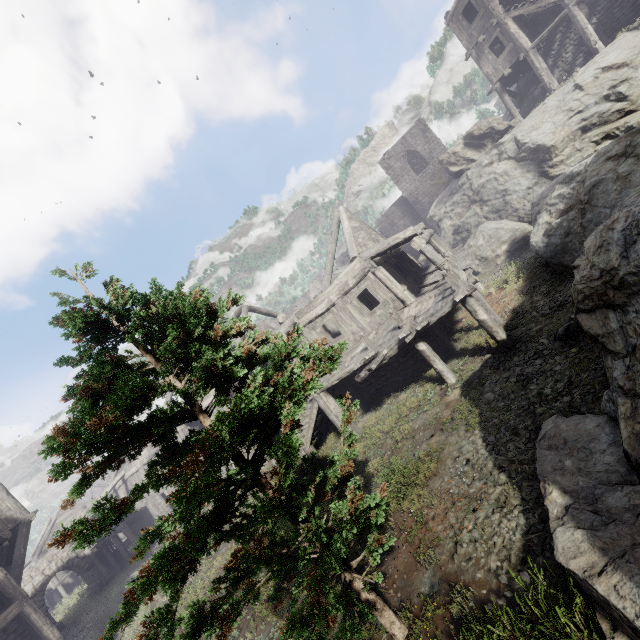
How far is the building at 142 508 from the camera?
24.0 meters

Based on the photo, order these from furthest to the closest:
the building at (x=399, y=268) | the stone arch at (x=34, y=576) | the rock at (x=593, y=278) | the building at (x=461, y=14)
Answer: the stone arch at (x=34, y=576) < the building at (x=461, y=14) < the building at (x=399, y=268) < the rock at (x=593, y=278)

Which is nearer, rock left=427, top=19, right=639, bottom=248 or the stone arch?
rock left=427, top=19, right=639, bottom=248

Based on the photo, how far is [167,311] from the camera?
4.2m

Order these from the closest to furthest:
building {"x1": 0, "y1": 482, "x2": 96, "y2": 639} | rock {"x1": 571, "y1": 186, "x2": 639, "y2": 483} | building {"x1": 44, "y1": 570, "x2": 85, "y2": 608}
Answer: rock {"x1": 571, "y1": 186, "x2": 639, "y2": 483} → building {"x1": 0, "y1": 482, "x2": 96, "y2": 639} → building {"x1": 44, "y1": 570, "x2": 85, "y2": 608}

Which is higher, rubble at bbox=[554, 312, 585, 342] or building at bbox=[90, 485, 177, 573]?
building at bbox=[90, 485, 177, 573]

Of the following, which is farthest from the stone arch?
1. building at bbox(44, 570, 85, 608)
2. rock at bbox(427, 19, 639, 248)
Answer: rock at bbox(427, 19, 639, 248)

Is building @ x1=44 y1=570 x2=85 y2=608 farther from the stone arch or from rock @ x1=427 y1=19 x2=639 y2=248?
rock @ x1=427 y1=19 x2=639 y2=248
